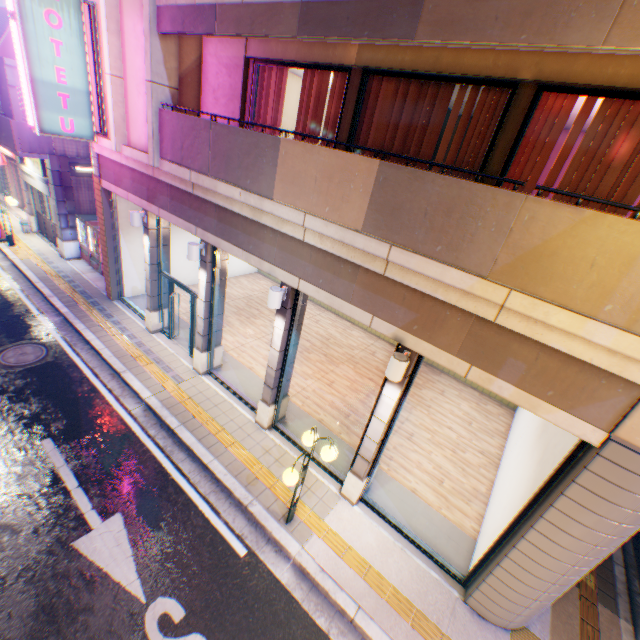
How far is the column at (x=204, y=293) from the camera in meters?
8.3 m

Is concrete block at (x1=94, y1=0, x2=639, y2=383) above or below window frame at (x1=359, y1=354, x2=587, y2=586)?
above

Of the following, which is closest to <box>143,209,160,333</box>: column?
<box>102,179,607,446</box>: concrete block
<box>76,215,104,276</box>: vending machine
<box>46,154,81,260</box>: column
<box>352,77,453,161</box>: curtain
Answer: <box>102,179,607,446</box>: concrete block

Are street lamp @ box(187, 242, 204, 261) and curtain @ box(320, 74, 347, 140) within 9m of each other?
yes

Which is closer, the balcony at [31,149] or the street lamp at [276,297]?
the street lamp at [276,297]

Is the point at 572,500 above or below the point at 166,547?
above

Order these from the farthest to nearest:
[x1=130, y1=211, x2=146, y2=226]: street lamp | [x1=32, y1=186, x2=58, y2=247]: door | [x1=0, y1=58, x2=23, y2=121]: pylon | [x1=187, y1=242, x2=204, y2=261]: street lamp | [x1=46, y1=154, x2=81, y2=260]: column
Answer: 1. [x1=32, y1=186, x2=58, y2=247]: door
2. [x1=46, y1=154, x2=81, y2=260]: column
3. [x1=0, y1=58, x2=23, y2=121]: pylon
4. [x1=130, y1=211, x2=146, y2=226]: street lamp
5. [x1=187, y1=242, x2=204, y2=261]: street lamp

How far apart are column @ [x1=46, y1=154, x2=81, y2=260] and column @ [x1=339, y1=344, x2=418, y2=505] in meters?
15.6 m
